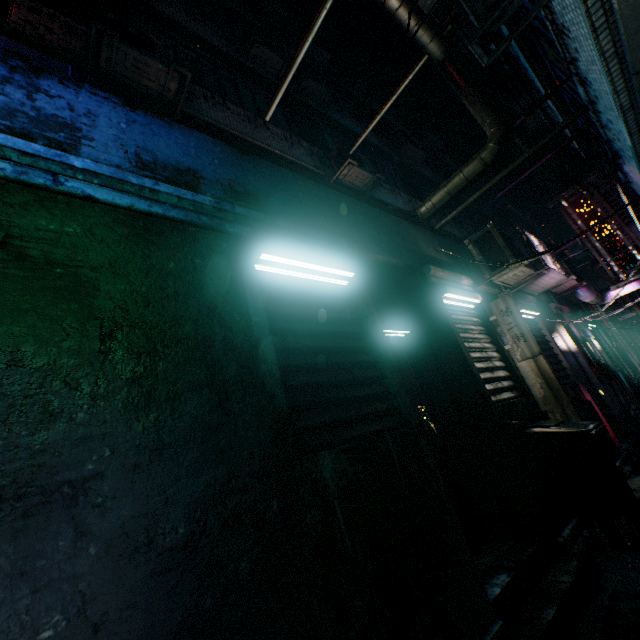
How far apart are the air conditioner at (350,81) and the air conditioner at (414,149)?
2.05m

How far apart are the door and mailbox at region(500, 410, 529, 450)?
0.6m

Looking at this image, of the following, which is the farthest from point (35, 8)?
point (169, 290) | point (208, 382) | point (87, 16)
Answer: point (208, 382)

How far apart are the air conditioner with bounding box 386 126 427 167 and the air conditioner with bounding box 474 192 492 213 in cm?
505

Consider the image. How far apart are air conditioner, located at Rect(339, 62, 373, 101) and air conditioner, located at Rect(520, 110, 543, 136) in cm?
514

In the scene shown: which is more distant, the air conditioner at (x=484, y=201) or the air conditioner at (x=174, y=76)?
the air conditioner at (x=484, y=201)

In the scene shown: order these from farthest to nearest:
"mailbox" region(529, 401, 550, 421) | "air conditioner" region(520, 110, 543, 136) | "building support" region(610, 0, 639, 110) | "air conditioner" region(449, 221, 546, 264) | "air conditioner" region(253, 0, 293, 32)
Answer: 1. "air conditioner" region(520, 110, 543, 136)
2. "air conditioner" region(253, 0, 293, 32)
3. "air conditioner" region(449, 221, 546, 264)
4. "mailbox" region(529, 401, 550, 421)
5. "building support" region(610, 0, 639, 110)

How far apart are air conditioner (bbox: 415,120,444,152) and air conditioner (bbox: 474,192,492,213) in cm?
218
